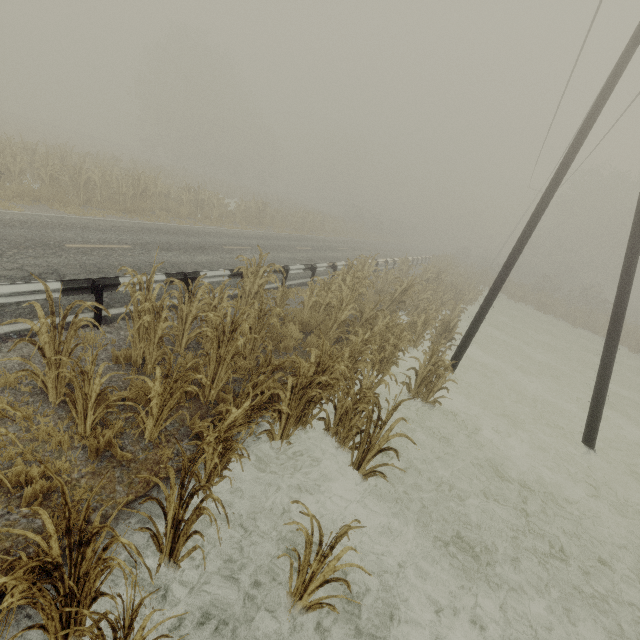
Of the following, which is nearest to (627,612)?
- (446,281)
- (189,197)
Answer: (446,281)

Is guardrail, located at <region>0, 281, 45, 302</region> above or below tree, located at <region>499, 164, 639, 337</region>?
below

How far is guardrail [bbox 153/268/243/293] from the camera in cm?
711

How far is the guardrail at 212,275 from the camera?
7.1 meters

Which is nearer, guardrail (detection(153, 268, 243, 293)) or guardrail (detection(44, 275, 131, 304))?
guardrail (detection(44, 275, 131, 304))

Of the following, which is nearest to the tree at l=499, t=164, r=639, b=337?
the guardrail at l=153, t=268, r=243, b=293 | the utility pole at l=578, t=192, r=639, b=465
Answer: the utility pole at l=578, t=192, r=639, b=465

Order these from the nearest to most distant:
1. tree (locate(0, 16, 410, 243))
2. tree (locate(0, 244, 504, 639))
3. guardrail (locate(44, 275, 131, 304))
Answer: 1. tree (locate(0, 244, 504, 639))
2. guardrail (locate(44, 275, 131, 304))
3. tree (locate(0, 16, 410, 243))

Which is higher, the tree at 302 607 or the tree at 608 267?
the tree at 608 267
